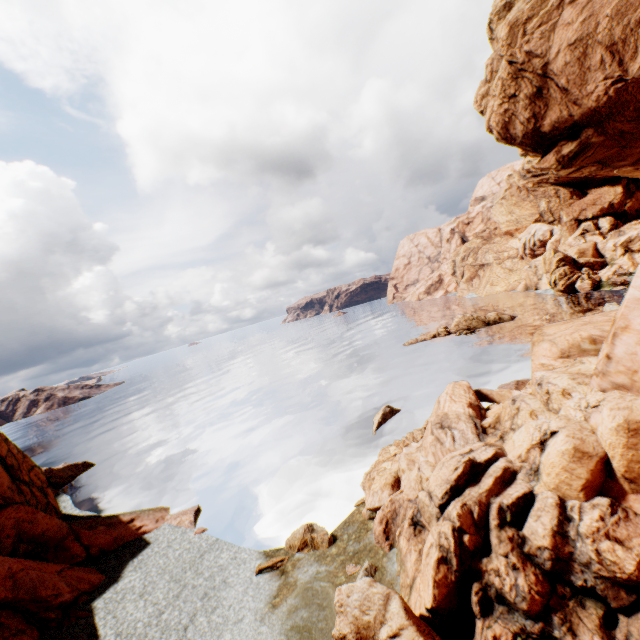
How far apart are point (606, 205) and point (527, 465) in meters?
70.6

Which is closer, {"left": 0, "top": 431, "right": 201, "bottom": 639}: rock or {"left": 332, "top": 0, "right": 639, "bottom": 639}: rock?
{"left": 332, "top": 0, "right": 639, "bottom": 639}: rock

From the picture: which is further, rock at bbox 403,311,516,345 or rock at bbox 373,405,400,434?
rock at bbox 403,311,516,345

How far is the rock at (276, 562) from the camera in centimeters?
1483cm

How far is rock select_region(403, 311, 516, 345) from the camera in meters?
49.6

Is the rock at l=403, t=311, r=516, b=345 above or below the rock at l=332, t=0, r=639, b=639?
below

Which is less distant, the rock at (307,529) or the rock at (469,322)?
the rock at (307,529)
